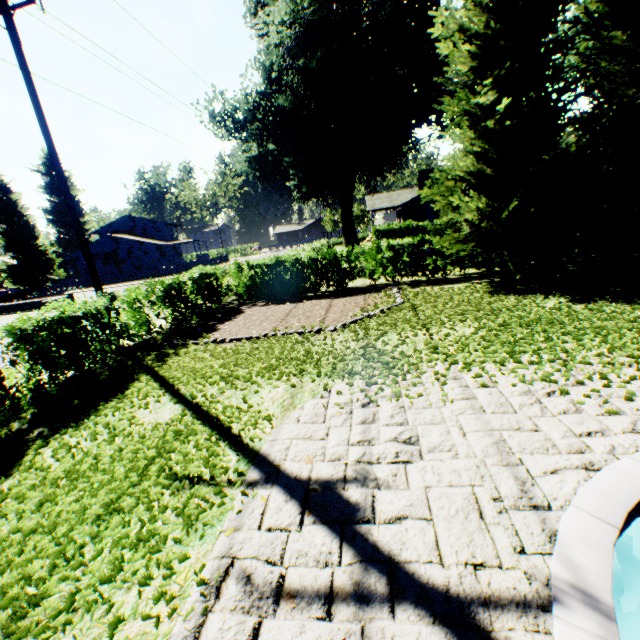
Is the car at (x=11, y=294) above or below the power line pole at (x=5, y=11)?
below

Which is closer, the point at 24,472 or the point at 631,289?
the point at 24,472

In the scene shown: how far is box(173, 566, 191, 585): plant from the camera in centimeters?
259cm

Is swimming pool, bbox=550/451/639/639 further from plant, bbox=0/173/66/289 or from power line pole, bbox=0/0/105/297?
power line pole, bbox=0/0/105/297

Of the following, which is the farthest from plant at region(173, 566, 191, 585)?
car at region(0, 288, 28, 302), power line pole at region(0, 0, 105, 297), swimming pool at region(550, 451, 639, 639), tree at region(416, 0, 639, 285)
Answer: power line pole at region(0, 0, 105, 297)

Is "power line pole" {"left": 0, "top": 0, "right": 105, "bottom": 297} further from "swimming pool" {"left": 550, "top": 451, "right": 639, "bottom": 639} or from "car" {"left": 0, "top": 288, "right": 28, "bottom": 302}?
"car" {"left": 0, "top": 288, "right": 28, "bottom": 302}

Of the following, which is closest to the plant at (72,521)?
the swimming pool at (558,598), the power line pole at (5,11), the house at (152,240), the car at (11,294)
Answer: the house at (152,240)

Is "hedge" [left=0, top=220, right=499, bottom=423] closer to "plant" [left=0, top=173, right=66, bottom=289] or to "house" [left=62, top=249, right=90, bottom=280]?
"plant" [left=0, top=173, right=66, bottom=289]
